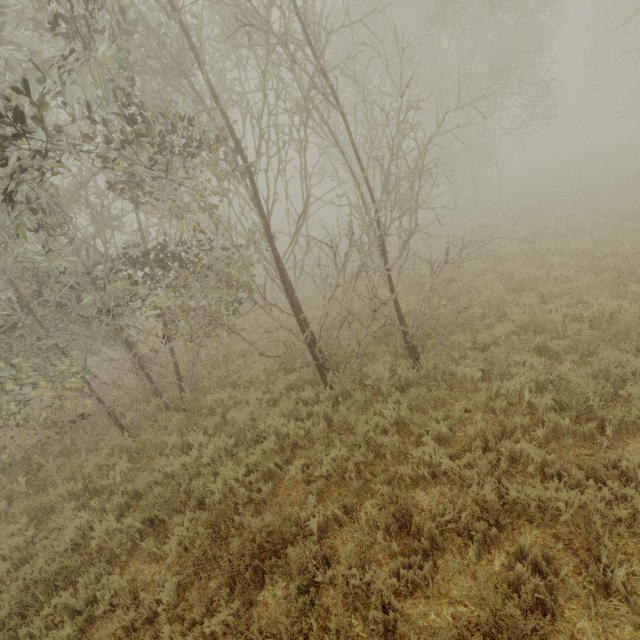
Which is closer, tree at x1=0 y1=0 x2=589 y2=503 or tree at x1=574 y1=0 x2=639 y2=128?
tree at x1=0 y1=0 x2=589 y2=503

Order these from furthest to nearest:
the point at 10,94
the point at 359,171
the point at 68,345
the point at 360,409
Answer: the point at 359,171 → the point at 68,345 → the point at 360,409 → the point at 10,94

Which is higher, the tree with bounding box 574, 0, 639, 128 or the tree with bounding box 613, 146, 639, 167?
the tree with bounding box 574, 0, 639, 128

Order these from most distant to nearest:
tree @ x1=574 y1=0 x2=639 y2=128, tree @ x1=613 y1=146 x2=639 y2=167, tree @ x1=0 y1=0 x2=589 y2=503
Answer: tree @ x1=574 y1=0 x2=639 y2=128, tree @ x1=613 y1=146 x2=639 y2=167, tree @ x1=0 y1=0 x2=589 y2=503

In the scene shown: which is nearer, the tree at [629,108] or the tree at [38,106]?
A: the tree at [38,106]

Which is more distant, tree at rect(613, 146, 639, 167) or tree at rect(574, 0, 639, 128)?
tree at rect(574, 0, 639, 128)
